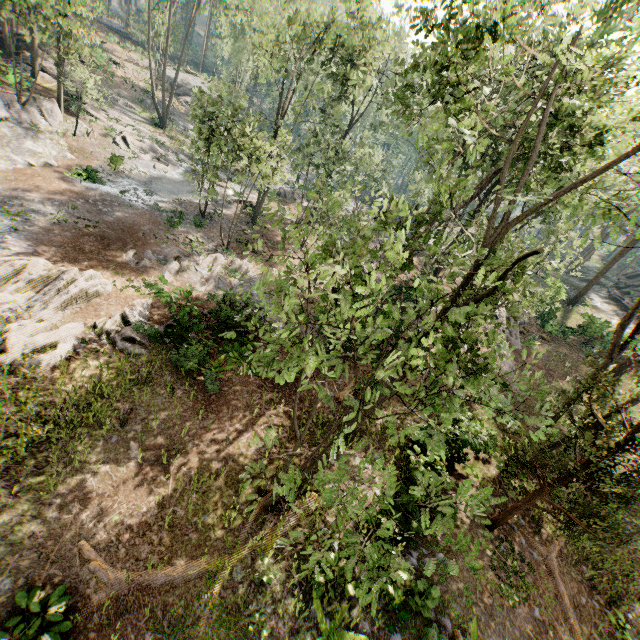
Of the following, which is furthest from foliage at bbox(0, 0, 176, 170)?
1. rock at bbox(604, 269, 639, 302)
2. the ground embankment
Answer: the ground embankment

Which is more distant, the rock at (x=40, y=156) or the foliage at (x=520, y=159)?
the rock at (x=40, y=156)

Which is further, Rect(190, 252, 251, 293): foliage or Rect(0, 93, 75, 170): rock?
Rect(0, 93, 75, 170): rock

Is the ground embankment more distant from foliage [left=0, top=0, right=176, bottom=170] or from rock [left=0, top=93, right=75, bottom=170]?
rock [left=0, top=93, right=75, bottom=170]

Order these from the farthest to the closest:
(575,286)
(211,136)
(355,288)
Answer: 1. (575,286)
2. (211,136)
3. (355,288)

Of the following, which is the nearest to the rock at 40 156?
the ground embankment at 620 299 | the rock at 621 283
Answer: the ground embankment at 620 299

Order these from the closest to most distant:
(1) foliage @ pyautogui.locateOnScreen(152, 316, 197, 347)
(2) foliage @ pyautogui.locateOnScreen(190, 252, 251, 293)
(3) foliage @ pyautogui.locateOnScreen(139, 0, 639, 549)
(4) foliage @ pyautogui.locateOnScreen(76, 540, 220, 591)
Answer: (3) foliage @ pyautogui.locateOnScreen(139, 0, 639, 549) < (4) foliage @ pyautogui.locateOnScreen(76, 540, 220, 591) < (1) foliage @ pyautogui.locateOnScreen(152, 316, 197, 347) < (2) foliage @ pyautogui.locateOnScreen(190, 252, 251, 293)
